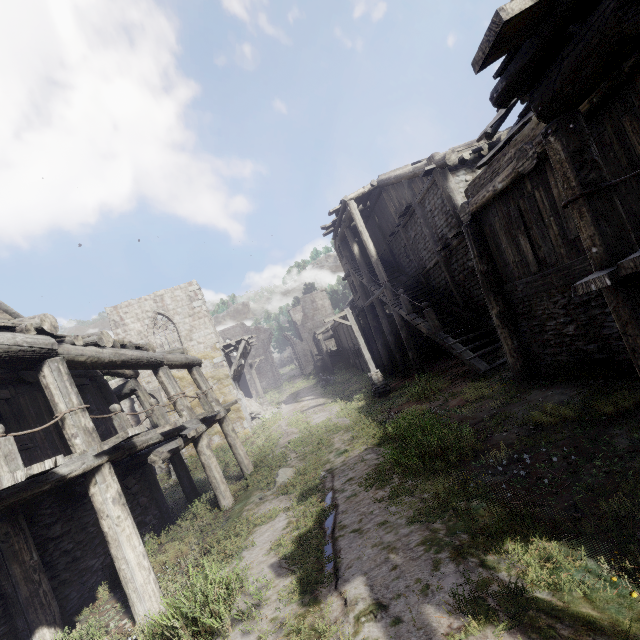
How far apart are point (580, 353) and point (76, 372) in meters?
13.0 m

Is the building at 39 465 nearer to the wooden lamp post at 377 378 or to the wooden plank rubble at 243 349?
the wooden plank rubble at 243 349

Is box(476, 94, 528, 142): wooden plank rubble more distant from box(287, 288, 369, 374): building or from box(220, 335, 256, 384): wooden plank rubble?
box(220, 335, 256, 384): wooden plank rubble

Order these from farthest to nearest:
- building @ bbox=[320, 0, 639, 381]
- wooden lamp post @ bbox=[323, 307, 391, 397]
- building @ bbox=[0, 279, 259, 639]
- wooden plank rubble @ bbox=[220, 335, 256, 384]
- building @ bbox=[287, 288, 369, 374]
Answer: building @ bbox=[287, 288, 369, 374]
wooden plank rubble @ bbox=[220, 335, 256, 384]
wooden lamp post @ bbox=[323, 307, 391, 397]
building @ bbox=[0, 279, 259, 639]
building @ bbox=[320, 0, 639, 381]

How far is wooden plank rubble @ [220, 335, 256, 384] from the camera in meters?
22.3 m

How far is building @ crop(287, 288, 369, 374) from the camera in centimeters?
2992cm

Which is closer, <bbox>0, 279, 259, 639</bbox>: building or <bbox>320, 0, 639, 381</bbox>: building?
<bbox>320, 0, 639, 381</bbox>: building
